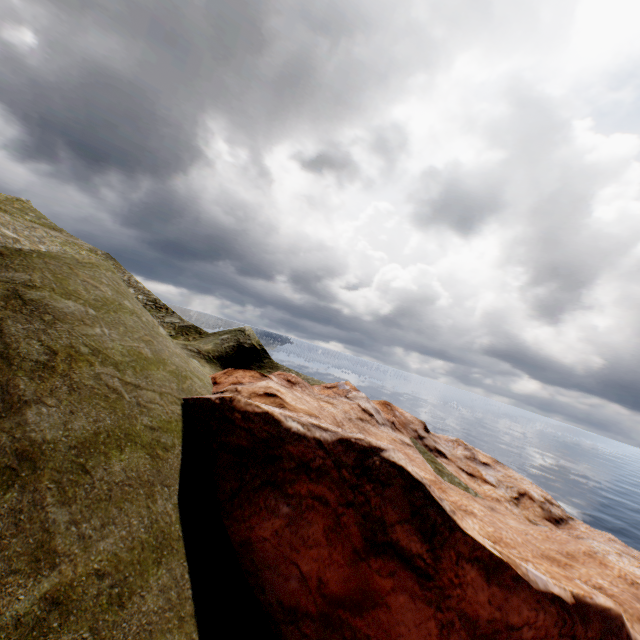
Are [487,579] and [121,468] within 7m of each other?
no
